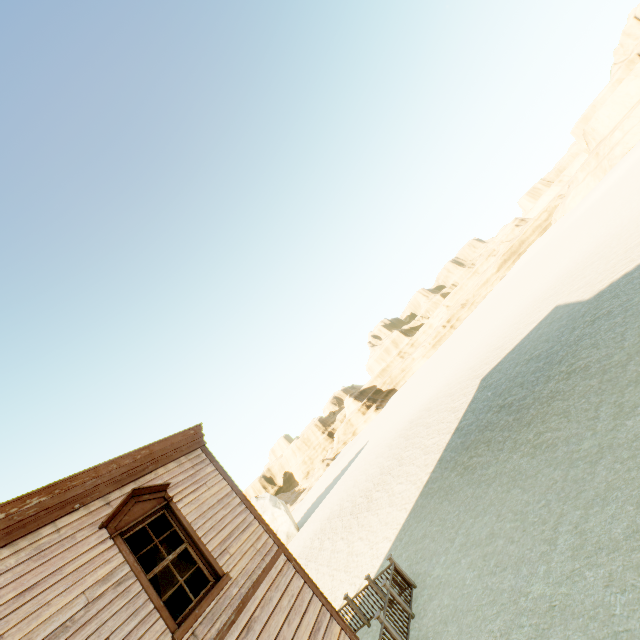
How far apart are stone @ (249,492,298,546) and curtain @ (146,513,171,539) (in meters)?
37.51

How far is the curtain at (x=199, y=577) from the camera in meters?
5.6 m

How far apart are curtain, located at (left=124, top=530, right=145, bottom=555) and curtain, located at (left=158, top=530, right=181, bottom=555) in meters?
0.1

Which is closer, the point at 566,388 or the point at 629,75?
the point at 566,388

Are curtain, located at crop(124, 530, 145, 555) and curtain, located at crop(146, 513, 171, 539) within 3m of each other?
yes

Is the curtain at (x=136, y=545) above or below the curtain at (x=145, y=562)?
above

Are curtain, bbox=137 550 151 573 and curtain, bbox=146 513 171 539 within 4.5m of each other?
yes

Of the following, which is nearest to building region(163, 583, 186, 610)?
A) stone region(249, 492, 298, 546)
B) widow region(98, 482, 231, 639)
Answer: widow region(98, 482, 231, 639)
